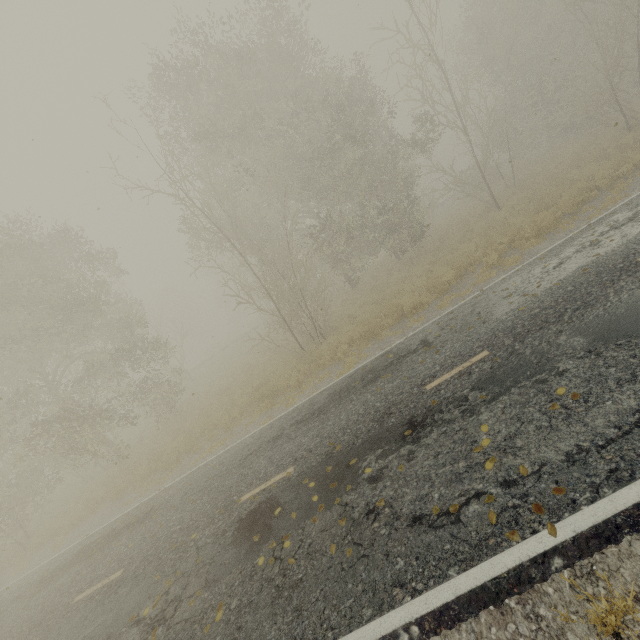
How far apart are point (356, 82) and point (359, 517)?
22.35m
